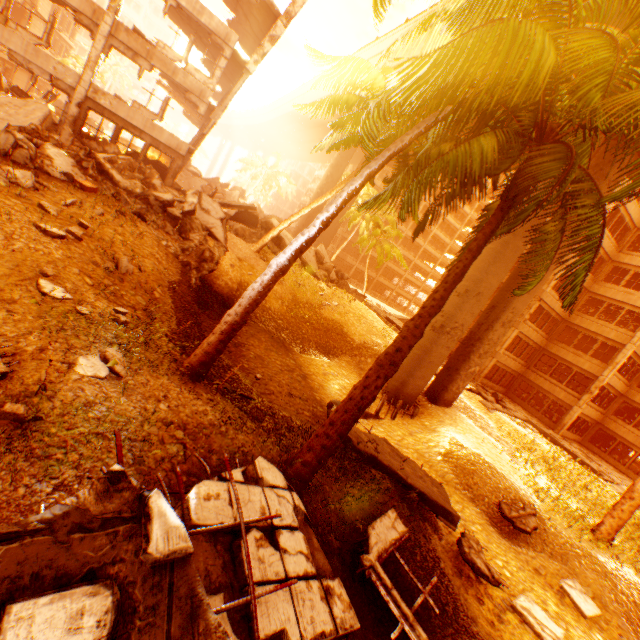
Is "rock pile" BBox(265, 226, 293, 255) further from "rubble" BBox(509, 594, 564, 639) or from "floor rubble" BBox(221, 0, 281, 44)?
"rubble" BBox(509, 594, 564, 639)

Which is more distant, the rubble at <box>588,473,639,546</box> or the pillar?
the pillar

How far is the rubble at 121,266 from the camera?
7.52m

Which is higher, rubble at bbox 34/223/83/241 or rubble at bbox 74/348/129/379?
rubble at bbox 34/223/83/241

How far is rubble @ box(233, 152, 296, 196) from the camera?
48.1 meters

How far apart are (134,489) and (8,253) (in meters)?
5.65

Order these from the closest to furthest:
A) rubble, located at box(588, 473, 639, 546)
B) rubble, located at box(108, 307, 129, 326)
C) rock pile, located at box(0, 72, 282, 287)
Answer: rubble, located at box(108, 307, 129, 326) < rock pile, located at box(0, 72, 282, 287) < rubble, located at box(588, 473, 639, 546)

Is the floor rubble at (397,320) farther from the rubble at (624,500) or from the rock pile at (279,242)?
the rubble at (624,500)
